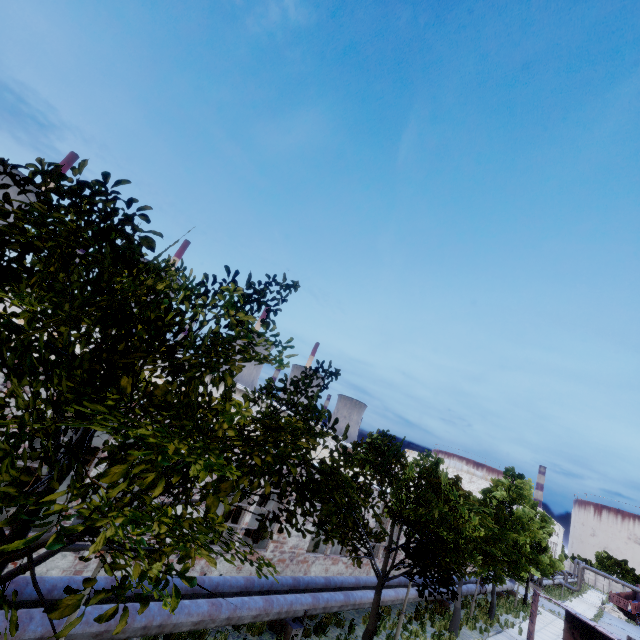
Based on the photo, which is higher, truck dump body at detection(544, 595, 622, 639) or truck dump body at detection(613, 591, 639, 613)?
truck dump body at detection(613, 591, 639, 613)

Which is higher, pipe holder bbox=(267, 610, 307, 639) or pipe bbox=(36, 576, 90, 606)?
pipe bbox=(36, 576, 90, 606)

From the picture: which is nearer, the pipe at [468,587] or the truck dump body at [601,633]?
the truck dump body at [601,633]

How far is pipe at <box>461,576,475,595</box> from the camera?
21.7m

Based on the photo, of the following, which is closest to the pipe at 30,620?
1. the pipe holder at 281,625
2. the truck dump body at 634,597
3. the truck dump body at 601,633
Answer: the pipe holder at 281,625

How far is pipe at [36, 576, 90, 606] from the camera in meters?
6.7 m

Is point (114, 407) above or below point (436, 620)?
above

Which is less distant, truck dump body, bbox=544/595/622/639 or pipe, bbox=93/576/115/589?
pipe, bbox=93/576/115/589
